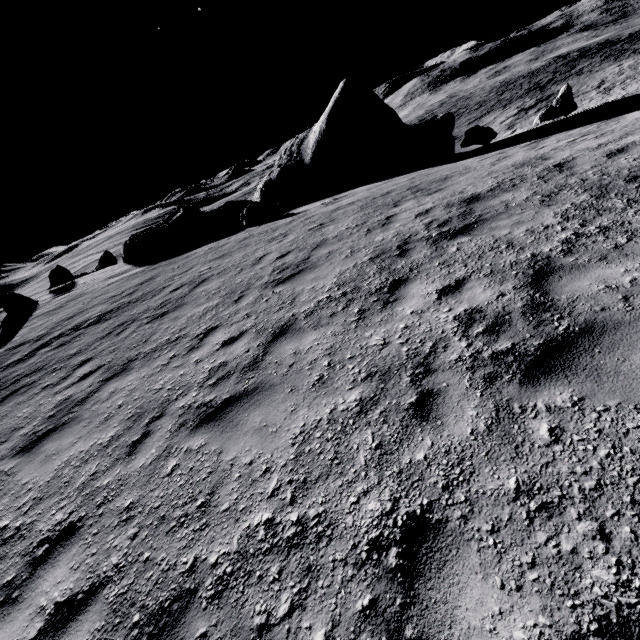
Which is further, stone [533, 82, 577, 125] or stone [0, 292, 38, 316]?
stone [0, 292, 38, 316]

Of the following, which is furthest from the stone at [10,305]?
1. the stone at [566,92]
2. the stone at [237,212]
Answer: the stone at [566,92]

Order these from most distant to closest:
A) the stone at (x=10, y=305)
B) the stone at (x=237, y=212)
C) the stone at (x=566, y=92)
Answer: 1. the stone at (x=237, y=212)
2. the stone at (x=10, y=305)
3. the stone at (x=566, y=92)

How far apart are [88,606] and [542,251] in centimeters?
694cm

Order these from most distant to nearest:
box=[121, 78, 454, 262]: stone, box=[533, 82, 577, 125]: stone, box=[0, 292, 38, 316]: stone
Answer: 1. box=[121, 78, 454, 262]: stone
2. box=[0, 292, 38, 316]: stone
3. box=[533, 82, 577, 125]: stone

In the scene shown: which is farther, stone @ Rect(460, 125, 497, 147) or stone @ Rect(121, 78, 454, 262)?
stone @ Rect(121, 78, 454, 262)

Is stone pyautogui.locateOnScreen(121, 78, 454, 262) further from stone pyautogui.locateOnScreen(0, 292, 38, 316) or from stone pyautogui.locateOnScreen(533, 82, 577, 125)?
stone pyautogui.locateOnScreen(0, 292, 38, 316)
